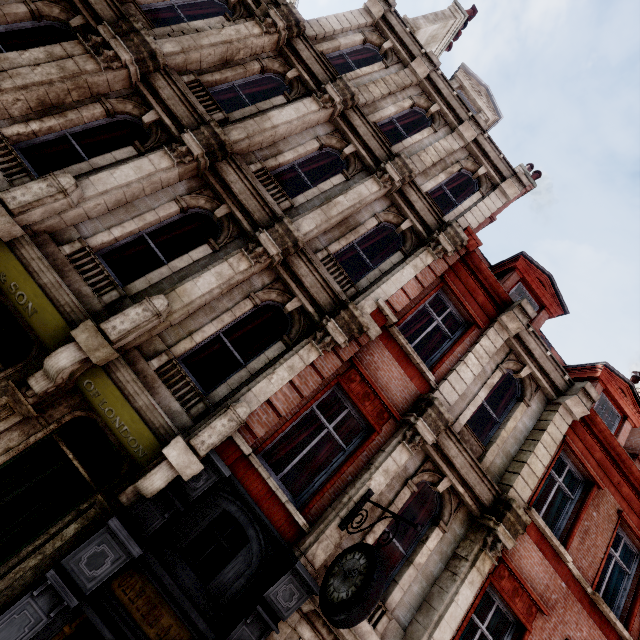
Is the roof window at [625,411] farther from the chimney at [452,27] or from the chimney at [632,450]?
the chimney at [452,27]

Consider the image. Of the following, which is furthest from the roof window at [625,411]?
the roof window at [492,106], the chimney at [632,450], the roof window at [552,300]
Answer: the roof window at [492,106]

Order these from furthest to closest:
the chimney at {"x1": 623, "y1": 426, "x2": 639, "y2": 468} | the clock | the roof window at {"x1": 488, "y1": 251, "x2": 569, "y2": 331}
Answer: the chimney at {"x1": 623, "y1": 426, "x2": 639, "y2": 468} < the roof window at {"x1": 488, "y1": 251, "x2": 569, "y2": 331} < the clock

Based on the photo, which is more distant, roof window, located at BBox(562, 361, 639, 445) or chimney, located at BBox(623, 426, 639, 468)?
chimney, located at BBox(623, 426, 639, 468)

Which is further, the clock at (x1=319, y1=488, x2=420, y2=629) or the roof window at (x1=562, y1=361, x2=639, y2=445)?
the roof window at (x1=562, y1=361, x2=639, y2=445)

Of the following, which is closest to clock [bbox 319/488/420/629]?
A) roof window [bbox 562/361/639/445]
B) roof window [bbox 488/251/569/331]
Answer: roof window [bbox 488/251/569/331]

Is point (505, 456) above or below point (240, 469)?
above

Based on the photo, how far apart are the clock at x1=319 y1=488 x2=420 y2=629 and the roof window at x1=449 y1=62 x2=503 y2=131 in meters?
11.8 m
